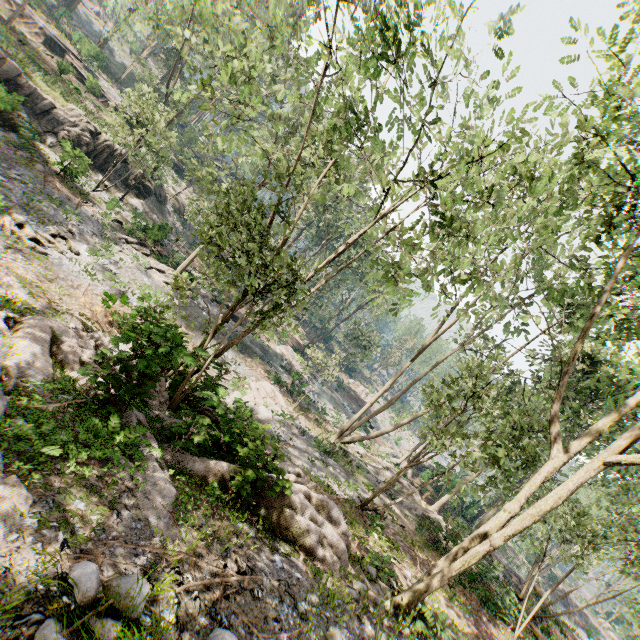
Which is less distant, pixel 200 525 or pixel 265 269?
pixel 200 525

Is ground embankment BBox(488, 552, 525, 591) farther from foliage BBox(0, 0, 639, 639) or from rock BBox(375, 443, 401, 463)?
rock BBox(375, 443, 401, 463)

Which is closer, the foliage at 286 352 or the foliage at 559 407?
the foliage at 559 407

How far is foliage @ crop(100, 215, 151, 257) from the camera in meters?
24.0

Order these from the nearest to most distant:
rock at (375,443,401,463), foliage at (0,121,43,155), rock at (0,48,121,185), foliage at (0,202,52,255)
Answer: foliage at (0,202,52,255) → foliage at (0,121,43,155) → rock at (0,48,121,185) → rock at (375,443,401,463)

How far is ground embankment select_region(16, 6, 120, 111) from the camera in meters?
35.6 m

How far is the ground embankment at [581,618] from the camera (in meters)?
39.64

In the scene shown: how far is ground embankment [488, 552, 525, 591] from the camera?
17.1m
